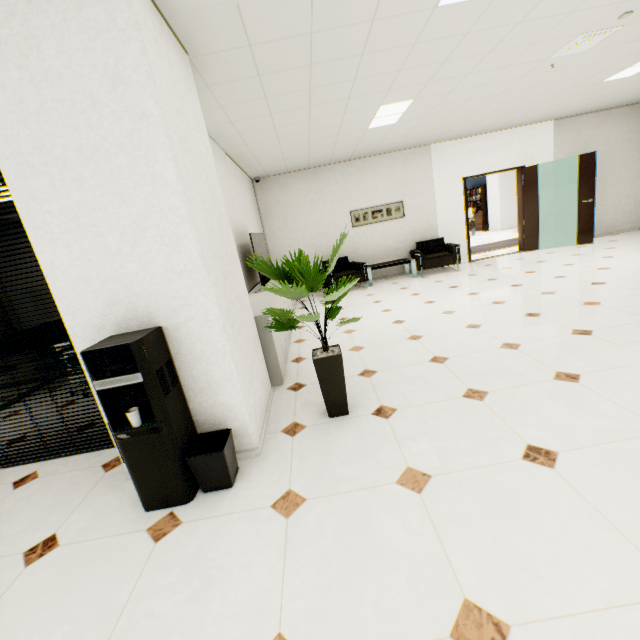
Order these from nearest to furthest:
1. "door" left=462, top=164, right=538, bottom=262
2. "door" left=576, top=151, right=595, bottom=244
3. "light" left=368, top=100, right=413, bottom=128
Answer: "light" left=368, top=100, right=413, bottom=128 → "door" left=576, top=151, right=595, bottom=244 → "door" left=462, top=164, right=538, bottom=262

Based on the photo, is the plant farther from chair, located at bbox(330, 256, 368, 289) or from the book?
the book

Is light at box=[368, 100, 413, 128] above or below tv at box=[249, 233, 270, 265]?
above

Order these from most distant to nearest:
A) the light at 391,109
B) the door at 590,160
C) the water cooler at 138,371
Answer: the door at 590,160, the light at 391,109, the water cooler at 138,371

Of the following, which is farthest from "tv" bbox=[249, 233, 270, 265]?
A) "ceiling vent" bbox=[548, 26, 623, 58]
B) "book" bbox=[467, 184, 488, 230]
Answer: "book" bbox=[467, 184, 488, 230]

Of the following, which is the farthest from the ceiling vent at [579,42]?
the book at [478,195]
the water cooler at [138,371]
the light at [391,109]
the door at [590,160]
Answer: the book at [478,195]

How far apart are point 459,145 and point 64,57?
8.21m

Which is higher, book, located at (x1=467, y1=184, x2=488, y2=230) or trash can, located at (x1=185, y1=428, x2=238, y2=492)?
book, located at (x1=467, y1=184, x2=488, y2=230)
